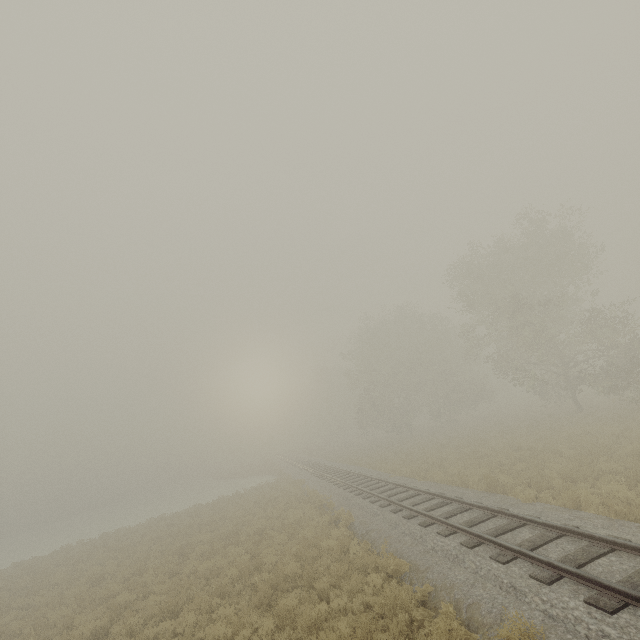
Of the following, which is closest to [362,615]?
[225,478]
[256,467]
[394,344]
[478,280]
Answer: [478,280]
